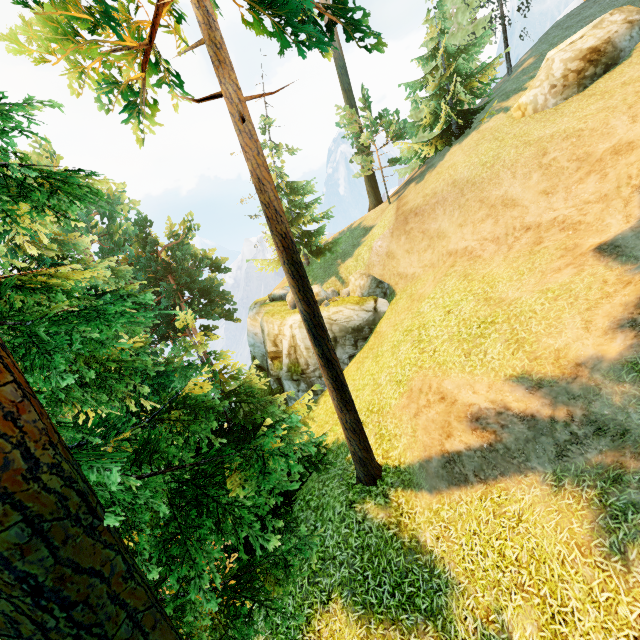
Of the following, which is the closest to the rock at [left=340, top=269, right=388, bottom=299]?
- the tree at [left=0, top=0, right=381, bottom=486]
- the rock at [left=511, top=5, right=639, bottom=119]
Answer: the tree at [left=0, top=0, right=381, bottom=486]

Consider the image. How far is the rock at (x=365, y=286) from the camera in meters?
19.4 m

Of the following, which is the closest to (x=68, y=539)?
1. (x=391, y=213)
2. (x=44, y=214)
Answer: (x=44, y=214)

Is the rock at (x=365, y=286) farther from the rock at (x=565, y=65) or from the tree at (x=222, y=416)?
the rock at (x=565, y=65)

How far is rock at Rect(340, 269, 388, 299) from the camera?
19.4 meters

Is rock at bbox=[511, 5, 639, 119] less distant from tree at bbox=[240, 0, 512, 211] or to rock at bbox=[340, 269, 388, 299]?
tree at bbox=[240, 0, 512, 211]
